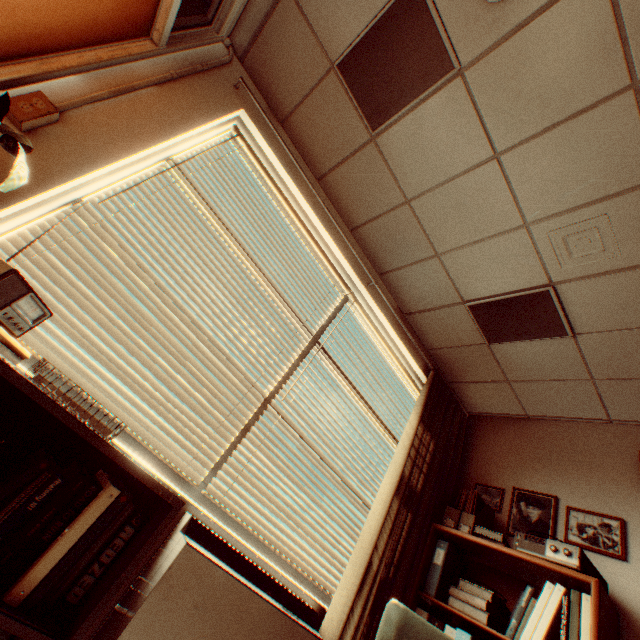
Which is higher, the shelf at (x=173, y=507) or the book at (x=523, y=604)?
the book at (x=523, y=604)

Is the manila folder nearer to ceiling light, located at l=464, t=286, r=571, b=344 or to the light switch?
the light switch

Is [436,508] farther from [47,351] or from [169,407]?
[47,351]

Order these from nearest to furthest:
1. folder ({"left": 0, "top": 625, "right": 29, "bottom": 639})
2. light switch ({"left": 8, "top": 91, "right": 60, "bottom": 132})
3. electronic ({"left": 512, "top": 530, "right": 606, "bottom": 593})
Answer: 1. folder ({"left": 0, "top": 625, "right": 29, "bottom": 639})
2. light switch ({"left": 8, "top": 91, "right": 60, "bottom": 132})
3. electronic ({"left": 512, "top": 530, "right": 606, "bottom": 593})

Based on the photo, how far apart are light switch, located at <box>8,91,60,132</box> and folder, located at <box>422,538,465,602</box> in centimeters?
387cm

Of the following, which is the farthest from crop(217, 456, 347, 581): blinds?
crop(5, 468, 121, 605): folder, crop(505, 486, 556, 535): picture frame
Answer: crop(505, 486, 556, 535): picture frame

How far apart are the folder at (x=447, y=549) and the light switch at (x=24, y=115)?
3.87m

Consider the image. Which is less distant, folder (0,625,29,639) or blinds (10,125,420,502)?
folder (0,625,29,639)
